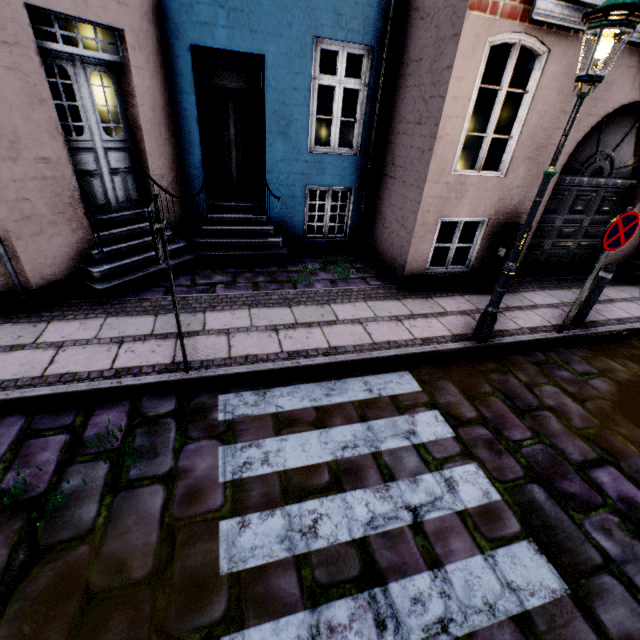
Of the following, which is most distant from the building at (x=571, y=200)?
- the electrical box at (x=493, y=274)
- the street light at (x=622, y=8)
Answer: the street light at (x=622, y=8)

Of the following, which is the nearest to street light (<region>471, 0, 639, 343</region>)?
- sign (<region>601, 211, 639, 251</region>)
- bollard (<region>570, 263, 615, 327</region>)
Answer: sign (<region>601, 211, 639, 251</region>)

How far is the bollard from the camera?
4.9m

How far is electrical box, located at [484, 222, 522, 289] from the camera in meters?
5.9

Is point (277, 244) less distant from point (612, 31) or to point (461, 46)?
point (461, 46)

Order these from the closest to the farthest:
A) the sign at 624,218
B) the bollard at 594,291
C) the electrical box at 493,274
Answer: the sign at 624,218 → the bollard at 594,291 → the electrical box at 493,274

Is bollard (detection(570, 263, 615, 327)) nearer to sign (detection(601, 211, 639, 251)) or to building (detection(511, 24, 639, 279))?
sign (detection(601, 211, 639, 251))
